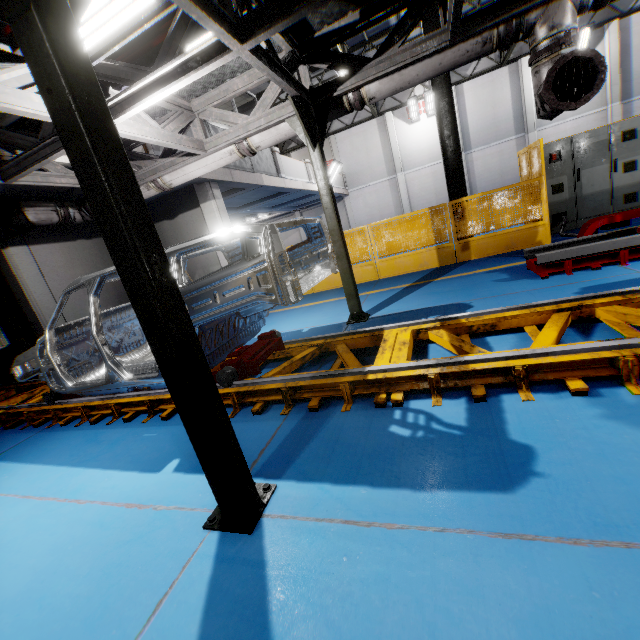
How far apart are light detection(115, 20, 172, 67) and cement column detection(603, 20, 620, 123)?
23.81m

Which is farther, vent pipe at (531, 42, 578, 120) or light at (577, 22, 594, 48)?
light at (577, 22, 594, 48)

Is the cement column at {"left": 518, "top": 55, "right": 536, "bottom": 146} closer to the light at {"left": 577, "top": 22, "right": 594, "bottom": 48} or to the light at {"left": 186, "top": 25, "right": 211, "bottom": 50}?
the light at {"left": 577, "top": 22, "right": 594, "bottom": 48}

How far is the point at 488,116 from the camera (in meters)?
19.89

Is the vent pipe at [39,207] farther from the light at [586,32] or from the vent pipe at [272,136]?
the light at [586,32]

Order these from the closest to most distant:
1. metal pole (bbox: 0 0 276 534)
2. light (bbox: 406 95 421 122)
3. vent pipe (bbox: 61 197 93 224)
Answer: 1. metal pole (bbox: 0 0 276 534)
2. vent pipe (bbox: 61 197 93 224)
3. light (bbox: 406 95 421 122)

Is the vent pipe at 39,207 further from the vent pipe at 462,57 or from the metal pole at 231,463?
the metal pole at 231,463
